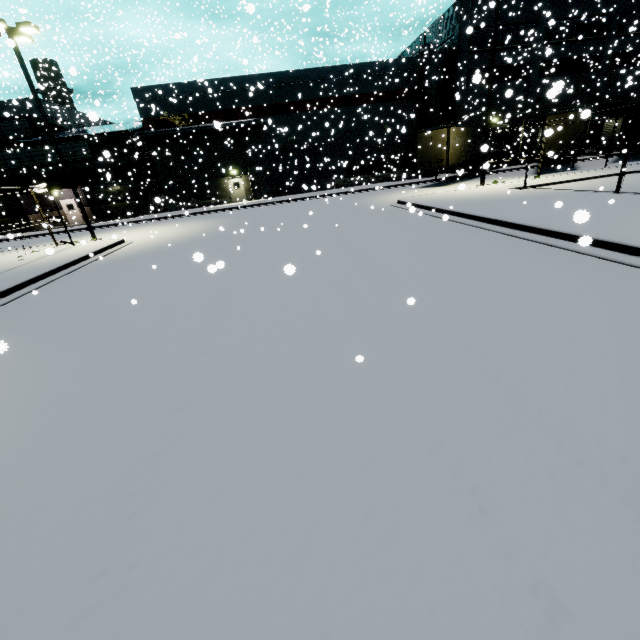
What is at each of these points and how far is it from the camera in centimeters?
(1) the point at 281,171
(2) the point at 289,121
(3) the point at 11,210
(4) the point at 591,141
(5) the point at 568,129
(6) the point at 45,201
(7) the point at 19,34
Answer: (1) roll-up door, 3441cm
(2) building, 3238cm
(3) building, 3200cm
(4) building, 3688cm
(5) semi trailer, 2250cm
(6) building, 3369cm
(7) light, 1559cm

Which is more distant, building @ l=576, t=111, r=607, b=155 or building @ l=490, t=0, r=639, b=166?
building @ l=576, t=111, r=607, b=155

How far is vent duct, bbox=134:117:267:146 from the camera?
30.06m

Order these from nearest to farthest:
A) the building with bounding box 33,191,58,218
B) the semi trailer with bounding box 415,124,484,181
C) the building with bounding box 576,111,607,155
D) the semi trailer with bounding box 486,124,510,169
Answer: the semi trailer with bounding box 415,124,484,181 < the semi trailer with bounding box 486,124,510,169 < the building with bounding box 33,191,58,218 < the building with bounding box 576,111,607,155

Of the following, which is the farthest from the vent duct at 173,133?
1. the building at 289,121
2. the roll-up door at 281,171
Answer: the roll-up door at 281,171

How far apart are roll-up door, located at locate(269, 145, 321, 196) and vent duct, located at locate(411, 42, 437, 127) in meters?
11.4

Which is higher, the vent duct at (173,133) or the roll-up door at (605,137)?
the vent duct at (173,133)

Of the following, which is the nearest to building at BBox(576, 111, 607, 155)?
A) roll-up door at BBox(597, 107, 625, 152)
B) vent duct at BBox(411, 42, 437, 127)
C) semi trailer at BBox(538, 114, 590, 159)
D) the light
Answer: roll-up door at BBox(597, 107, 625, 152)
